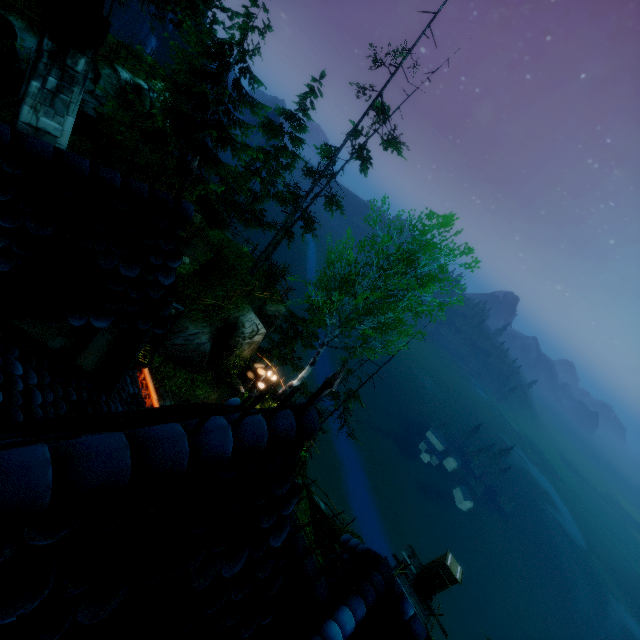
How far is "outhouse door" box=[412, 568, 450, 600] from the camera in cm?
1809

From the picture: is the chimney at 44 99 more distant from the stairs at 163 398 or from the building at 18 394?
the stairs at 163 398

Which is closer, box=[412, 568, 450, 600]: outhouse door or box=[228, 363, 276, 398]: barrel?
box=[228, 363, 276, 398]: barrel

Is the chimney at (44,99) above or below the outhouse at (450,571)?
above

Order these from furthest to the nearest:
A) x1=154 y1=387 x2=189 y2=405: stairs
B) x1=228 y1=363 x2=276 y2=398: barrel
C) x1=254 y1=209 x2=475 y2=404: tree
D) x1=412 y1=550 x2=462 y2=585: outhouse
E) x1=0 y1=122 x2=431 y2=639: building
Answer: x1=412 y1=550 x2=462 y2=585: outhouse
x1=228 y1=363 x2=276 y2=398: barrel
x1=254 y1=209 x2=475 y2=404: tree
x1=154 y1=387 x2=189 y2=405: stairs
x1=0 y1=122 x2=431 y2=639: building

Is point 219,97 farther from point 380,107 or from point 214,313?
point 214,313

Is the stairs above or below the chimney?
below

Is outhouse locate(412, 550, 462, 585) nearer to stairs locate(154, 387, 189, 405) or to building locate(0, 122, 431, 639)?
building locate(0, 122, 431, 639)
